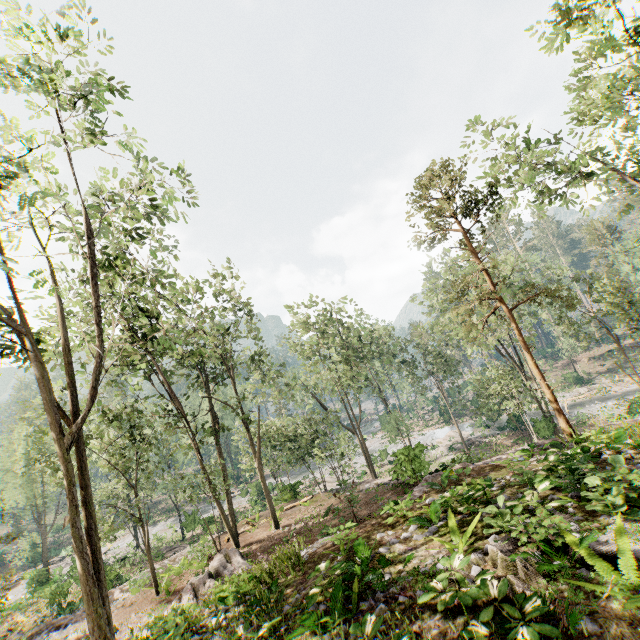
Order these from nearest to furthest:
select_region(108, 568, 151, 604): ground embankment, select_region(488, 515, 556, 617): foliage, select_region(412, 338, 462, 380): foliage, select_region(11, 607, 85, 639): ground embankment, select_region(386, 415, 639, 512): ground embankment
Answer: select_region(488, 515, 556, 617): foliage → select_region(386, 415, 639, 512): ground embankment → select_region(11, 607, 85, 639): ground embankment → select_region(108, 568, 151, 604): ground embankment → select_region(412, 338, 462, 380): foliage

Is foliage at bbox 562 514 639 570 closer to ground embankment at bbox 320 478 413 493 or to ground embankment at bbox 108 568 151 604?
ground embankment at bbox 320 478 413 493

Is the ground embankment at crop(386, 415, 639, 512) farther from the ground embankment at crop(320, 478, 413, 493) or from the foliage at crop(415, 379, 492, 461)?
the ground embankment at crop(320, 478, 413, 493)

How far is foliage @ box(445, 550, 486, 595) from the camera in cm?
526

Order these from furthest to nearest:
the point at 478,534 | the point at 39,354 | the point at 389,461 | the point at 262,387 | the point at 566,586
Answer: the point at 389,461 → the point at 262,387 → the point at 39,354 → the point at 478,534 → the point at 566,586

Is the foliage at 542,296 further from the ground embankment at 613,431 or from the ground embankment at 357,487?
the ground embankment at 613,431

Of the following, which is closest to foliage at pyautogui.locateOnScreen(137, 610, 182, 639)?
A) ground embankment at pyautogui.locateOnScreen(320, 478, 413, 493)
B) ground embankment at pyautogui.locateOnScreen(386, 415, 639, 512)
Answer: ground embankment at pyautogui.locateOnScreen(320, 478, 413, 493)

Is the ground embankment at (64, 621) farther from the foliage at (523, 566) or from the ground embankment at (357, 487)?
the ground embankment at (357, 487)
